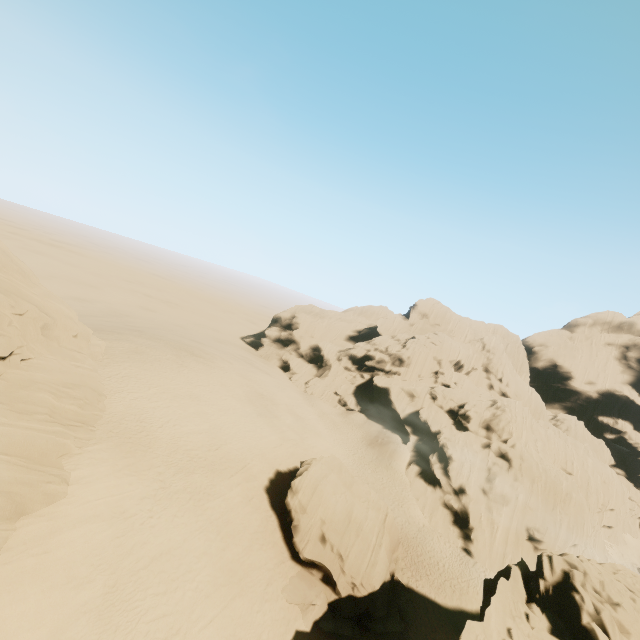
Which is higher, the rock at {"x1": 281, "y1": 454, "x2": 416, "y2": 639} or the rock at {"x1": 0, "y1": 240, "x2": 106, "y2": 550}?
the rock at {"x1": 0, "y1": 240, "x2": 106, "y2": 550}

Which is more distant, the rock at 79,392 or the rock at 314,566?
the rock at 314,566

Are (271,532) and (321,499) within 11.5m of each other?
yes

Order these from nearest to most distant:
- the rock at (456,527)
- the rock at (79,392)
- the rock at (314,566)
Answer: the rock at (456,527)
the rock at (79,392)
the rock at (314,566)

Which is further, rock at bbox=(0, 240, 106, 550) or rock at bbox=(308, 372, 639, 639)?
rock at bbox=(0, 240, 106, 550)

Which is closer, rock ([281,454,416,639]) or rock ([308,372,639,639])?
rock ([308,372,639,639])

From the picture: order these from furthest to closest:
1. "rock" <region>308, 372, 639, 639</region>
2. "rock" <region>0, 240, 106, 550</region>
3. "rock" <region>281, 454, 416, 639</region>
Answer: "rock" <region>281, 454, 416, 639</region>, "rock" <region>0, 240, 106, 550</region>, "rock" <region>308, 372, 639, 639</region>
